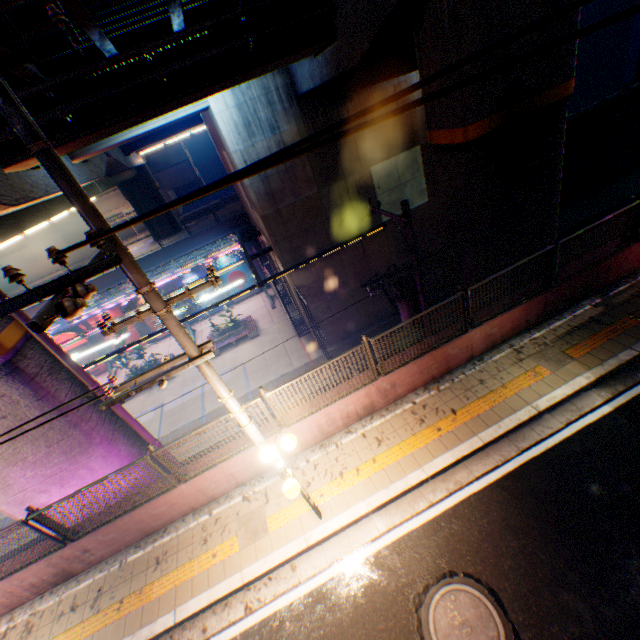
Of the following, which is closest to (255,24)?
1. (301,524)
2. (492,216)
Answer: (492,216)

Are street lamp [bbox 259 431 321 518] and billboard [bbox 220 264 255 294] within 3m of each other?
no

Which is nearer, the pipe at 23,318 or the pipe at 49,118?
the pipe at 23,318

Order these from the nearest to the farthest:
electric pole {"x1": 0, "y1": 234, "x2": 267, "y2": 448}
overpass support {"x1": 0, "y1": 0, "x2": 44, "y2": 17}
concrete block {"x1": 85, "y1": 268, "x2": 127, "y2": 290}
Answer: electric pole {"x1": 0, "y1": 234, "x2": 267, "y2": 448}
overpass support {"x1": 0, "y1": 0, "x2": 44, "y2": 17}
concrete block {"x1": 85, "y1": 268, "x2": 127, "y2": 290}

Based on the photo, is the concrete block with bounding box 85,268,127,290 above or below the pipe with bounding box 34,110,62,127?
below

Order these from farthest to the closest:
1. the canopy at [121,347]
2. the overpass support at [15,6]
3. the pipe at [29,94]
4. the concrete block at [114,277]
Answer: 1. the concrete block at [114,277]
2. the canopy at [121,347]
3. the pipe at [29,94]
4. the overpass support at [15,6]

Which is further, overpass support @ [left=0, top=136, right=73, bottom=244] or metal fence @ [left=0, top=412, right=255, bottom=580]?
overpass support @ [left=0, top=136, right=73, bottom=244]

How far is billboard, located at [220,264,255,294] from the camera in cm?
2861
